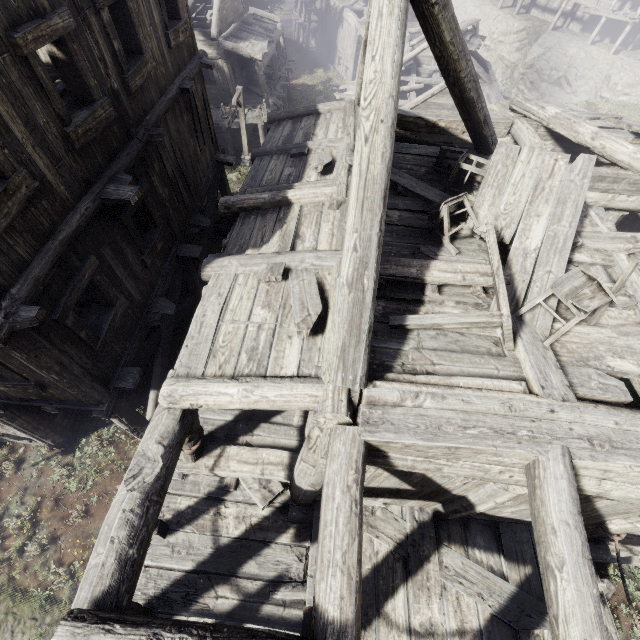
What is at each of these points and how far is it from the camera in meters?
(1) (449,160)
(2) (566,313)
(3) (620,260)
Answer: (1) wooden plank rubble, 6.8
(2) building, 4.8
(3) building, 5.3

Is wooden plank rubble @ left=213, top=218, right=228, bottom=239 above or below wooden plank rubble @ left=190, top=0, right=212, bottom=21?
below

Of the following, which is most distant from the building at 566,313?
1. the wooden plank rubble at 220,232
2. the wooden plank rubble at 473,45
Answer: the wooden plank rubble at 473,45

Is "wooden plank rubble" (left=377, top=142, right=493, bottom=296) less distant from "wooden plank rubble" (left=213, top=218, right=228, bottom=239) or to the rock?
"wooden plank rubble" (left=213, top=218, right=228, bottom=239)

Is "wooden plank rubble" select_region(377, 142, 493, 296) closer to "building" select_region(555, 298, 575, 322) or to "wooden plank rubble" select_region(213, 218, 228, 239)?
"building" select_region(555, 298, 575, 322)

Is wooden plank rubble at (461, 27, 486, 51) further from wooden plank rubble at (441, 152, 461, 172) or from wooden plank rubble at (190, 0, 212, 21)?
wooden plank rubble at (441, 152, 461, 172)

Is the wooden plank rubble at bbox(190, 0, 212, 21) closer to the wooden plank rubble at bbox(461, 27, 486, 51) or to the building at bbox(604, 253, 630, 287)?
the building at bbox(604, 253, 630, 287)

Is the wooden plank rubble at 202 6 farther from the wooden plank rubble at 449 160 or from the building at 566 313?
the wooden plank rubble at 449 160
